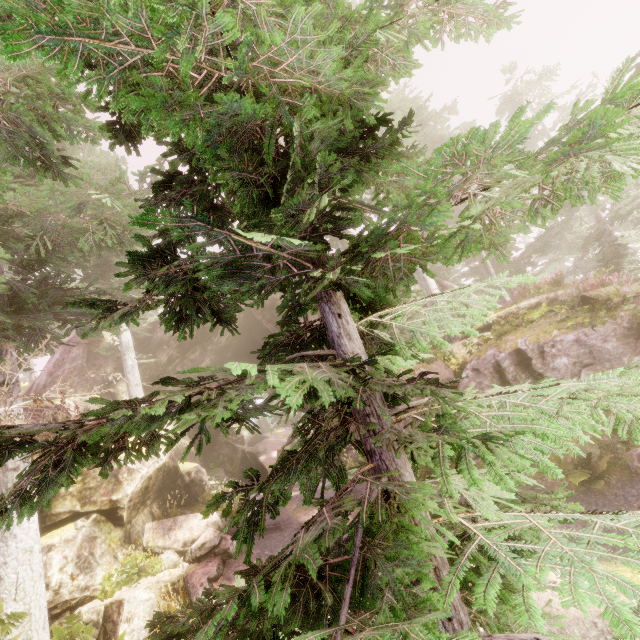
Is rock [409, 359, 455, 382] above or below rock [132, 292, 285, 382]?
below

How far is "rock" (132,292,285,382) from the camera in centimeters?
2136cm

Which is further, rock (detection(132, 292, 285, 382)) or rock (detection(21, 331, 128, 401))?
rock (detection(132, 292, 285, 382))

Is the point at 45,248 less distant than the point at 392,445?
No

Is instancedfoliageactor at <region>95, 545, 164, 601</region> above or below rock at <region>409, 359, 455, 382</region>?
below

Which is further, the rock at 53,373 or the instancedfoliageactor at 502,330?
the rock at 53,373
